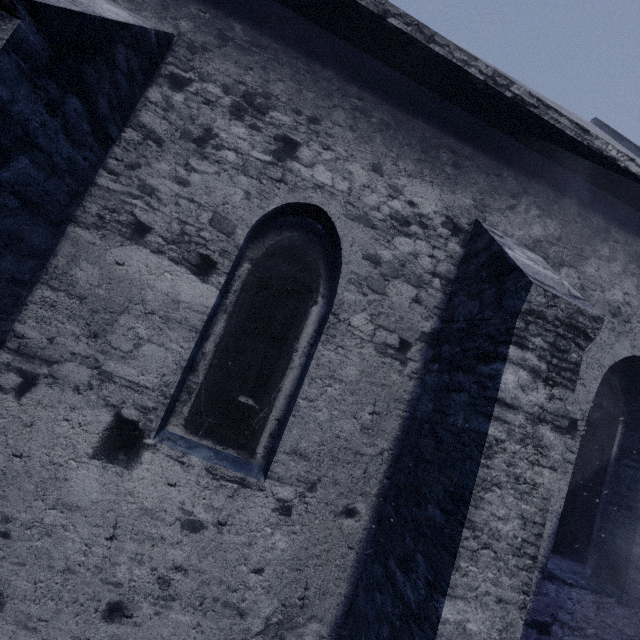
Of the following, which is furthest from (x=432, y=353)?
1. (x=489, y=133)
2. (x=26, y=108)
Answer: (x=26, y=108)
